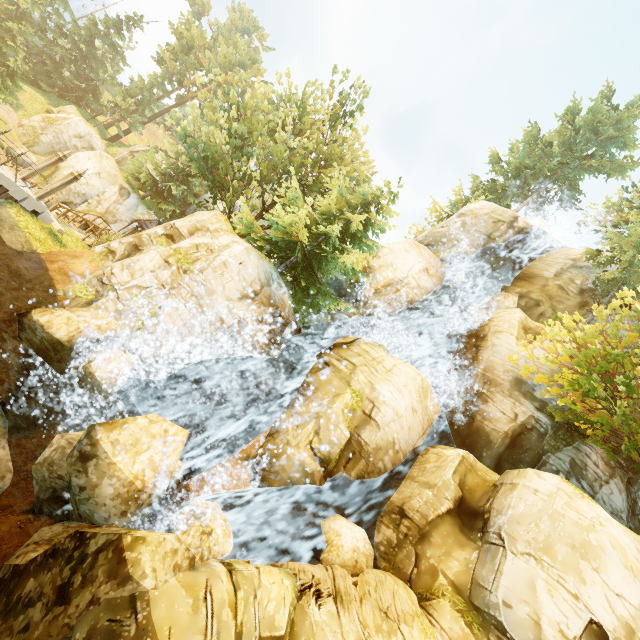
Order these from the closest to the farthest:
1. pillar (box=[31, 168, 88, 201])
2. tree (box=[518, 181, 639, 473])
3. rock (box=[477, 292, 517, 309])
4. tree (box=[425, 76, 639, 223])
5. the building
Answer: tree (box=[518, 181, 639, 473]) < pillar (box=[31, 168, 88, 201]) < rock (box=[477, 292, 517, 309]) < the building < tree (box=[425, 76, 639, 223])

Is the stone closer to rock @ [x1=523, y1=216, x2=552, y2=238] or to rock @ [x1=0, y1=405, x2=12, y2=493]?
rock @ [x1=0, y1=405, x2=12, y2=493]

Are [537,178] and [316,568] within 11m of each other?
no

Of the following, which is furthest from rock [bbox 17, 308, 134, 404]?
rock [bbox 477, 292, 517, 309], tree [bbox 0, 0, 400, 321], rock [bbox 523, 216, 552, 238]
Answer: rock [bbox 523, 216, 552, 238]

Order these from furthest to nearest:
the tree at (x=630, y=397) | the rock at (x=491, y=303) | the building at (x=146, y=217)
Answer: the building at (x=146, y=217)
the rock at (x=491, y=303)
the tree at (x=630, y=397)

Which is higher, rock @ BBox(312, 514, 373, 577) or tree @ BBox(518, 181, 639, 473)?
tree @ BBox(518, 181, 639, 473)

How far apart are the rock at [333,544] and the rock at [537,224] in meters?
25.6 m

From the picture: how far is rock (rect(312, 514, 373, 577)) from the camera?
9.5 meters
